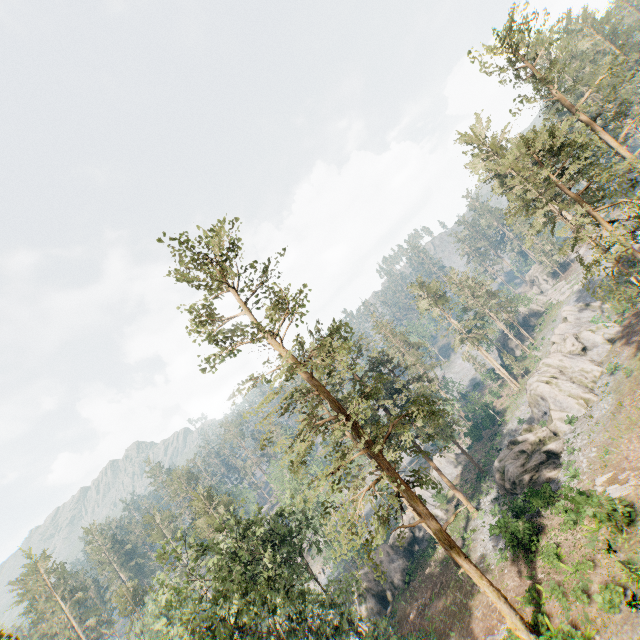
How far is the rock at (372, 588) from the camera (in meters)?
35.81

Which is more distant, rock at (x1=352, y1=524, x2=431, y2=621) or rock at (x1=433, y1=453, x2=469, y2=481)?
rock at (x1=433, y1=453, x2=469, y2=481)

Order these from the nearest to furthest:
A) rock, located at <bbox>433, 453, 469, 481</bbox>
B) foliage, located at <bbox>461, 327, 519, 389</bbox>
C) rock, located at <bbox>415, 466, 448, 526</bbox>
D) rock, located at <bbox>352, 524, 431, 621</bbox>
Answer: rock, located at <bbox>352, 524, 431, 621</bbox>
rock, located at <bbox>415, 466, 448, 526</bbox>
rock, located at <bbox>433, 453, 469, 481</bbox>
foliage, located at <bbox>461, 327, 519, 389</bbox>

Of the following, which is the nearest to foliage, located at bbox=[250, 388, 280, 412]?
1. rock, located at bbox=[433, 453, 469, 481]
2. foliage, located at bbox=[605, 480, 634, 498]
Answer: rock, located at bbox=[433, 453, 469, 481]

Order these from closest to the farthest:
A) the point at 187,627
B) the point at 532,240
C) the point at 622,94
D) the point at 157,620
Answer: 1. the point at 187,627
2. the point at 532,240
3. the point at 157,620
4. the point at 622,94

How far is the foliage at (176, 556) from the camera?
21.0 meters

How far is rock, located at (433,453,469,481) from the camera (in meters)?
50.25
